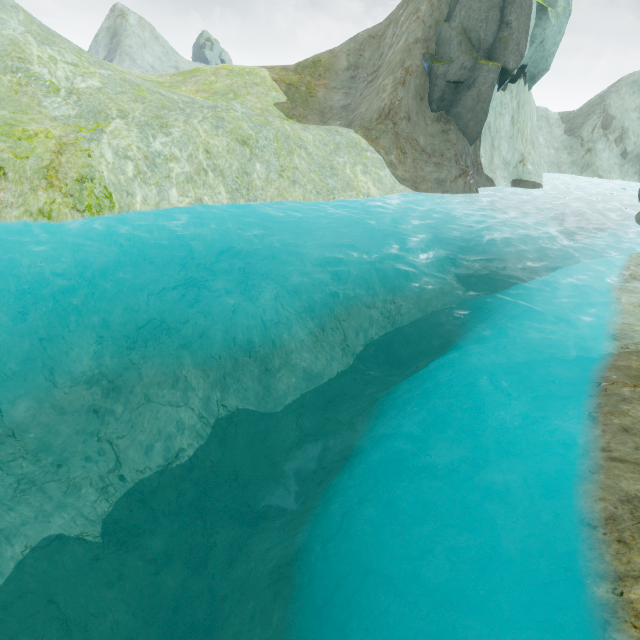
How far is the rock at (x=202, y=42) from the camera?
59.1m

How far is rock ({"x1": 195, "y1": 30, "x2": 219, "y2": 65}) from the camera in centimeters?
5909cm

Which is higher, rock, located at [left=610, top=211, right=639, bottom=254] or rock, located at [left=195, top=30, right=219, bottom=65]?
rock, located at [left=195, top=30, right=219, bottom=65]

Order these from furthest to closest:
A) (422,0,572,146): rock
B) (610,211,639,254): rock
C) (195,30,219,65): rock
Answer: (195,30,219,65): rock < (422,0,572,146): rock < (610,211,639,254): rock

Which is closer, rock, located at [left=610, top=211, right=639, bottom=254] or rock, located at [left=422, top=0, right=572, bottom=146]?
rock, located at [left=610, top=211, right=639, bottom=254]

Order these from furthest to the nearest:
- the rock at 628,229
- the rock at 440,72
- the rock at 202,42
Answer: the rock at 202,42 → the rock at 440,72 → the rock at 628,229

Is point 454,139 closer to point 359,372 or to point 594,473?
point 359,372

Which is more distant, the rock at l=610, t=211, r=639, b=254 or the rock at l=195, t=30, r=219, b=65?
the rock at l=195, t=30, r=219, b=65
